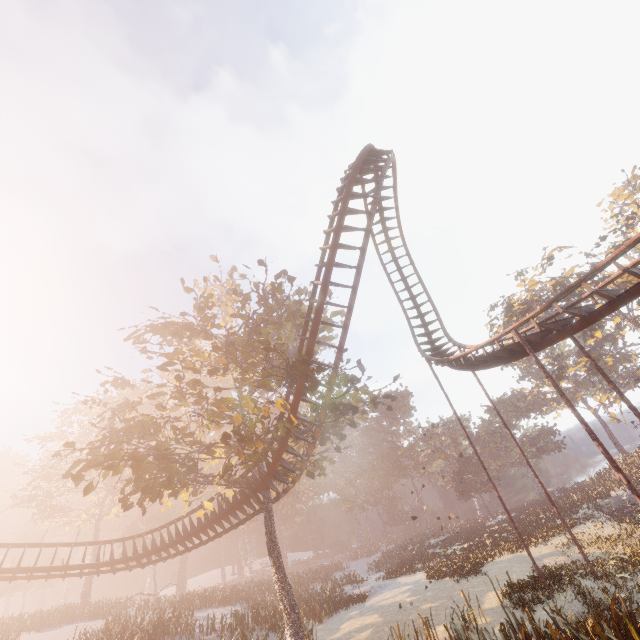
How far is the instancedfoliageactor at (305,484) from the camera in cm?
5334

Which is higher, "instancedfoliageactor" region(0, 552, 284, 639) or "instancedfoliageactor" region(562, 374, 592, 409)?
"instancedfoliageactor" region(562, 374, 592, 409)

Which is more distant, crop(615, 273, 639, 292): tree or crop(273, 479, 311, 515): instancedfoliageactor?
crop(273, 479, 311, 515): instancedfoliageactor

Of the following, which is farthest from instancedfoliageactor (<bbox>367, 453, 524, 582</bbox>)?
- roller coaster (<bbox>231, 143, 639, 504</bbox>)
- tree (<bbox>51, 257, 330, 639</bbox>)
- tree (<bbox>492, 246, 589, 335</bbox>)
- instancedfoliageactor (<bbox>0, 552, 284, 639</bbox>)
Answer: tree (<bbox>492, 246, 589, 335</bbox>)

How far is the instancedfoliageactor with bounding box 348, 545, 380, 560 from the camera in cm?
5492

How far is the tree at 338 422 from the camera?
15.8m

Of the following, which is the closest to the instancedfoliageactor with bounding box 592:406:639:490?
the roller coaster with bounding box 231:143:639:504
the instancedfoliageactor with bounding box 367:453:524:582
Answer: the instancedfoliageactor with bounding box 367:453:524:582

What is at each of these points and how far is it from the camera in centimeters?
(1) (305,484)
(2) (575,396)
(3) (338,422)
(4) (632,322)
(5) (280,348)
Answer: (1) instancedfoliageactor, 5706cm
(2) instancedfoliageactor, 5662cm
(3) tree, 1788cm
(4) tree, 3978cm
(5) tree, 1759cm
